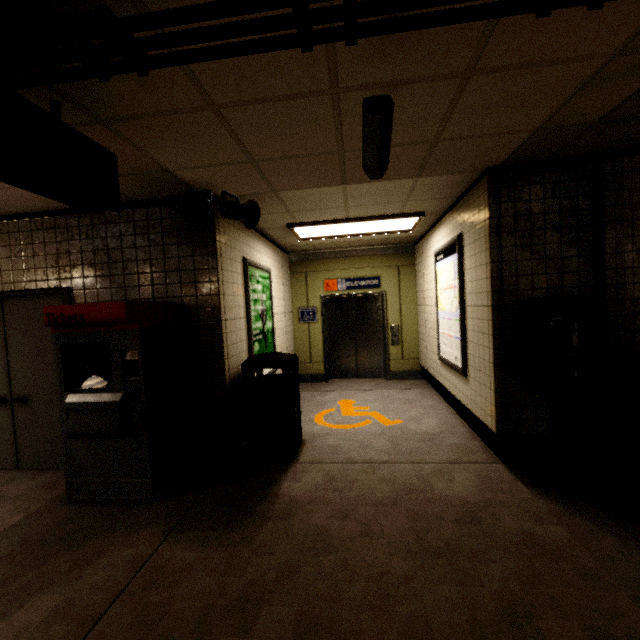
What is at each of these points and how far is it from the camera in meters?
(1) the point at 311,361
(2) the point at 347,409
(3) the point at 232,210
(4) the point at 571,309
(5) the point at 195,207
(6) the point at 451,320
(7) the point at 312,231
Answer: (1) elevator, 7.4
(2) ground decal, 5.4
(3) loudspeaker, 3.3
(4) payphone, 2.8
(5) loudspeaker, 3.1
(6) sign, 4.5
(7) fluorescent light, 5.2

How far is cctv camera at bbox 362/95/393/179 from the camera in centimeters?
189cm

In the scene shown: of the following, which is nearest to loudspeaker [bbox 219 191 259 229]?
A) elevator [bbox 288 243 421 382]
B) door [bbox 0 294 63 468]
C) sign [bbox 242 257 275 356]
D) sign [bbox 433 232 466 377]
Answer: sign [bbox 242 257 275 356]

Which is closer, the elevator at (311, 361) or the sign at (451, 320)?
the sign at (451, 320)

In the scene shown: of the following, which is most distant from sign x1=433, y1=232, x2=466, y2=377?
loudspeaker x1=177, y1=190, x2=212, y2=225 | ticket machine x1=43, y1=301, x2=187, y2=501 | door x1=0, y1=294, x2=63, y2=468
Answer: door x1=0, y1=294, x2=63, y2=468

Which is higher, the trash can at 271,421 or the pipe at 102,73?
the pipe at 102,73

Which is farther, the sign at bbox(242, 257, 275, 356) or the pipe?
the sign at bbox(242, 257, 275, 356)

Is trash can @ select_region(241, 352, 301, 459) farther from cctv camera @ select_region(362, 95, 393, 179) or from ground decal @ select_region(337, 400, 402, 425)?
cctv camera @ select_region(362, 95, 393, 179)
